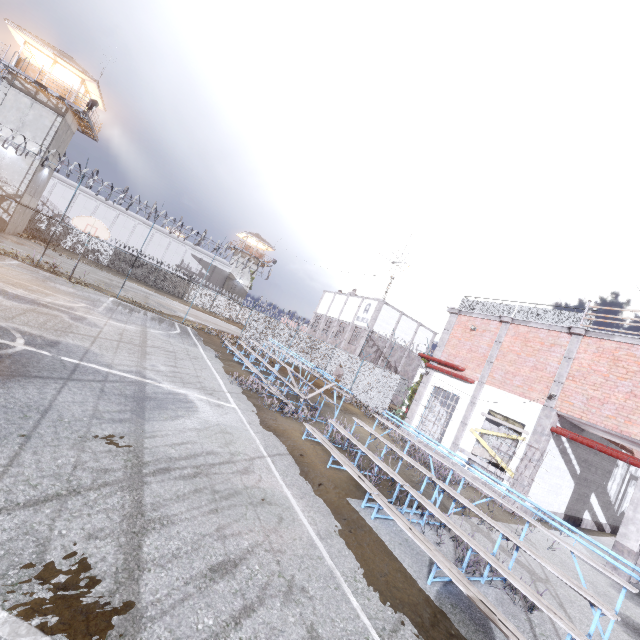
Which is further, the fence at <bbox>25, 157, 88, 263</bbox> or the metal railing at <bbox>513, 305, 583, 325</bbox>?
the fence at <bbox>25, 157, 88, 263</bbox>

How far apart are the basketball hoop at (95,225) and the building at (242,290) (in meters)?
35.42

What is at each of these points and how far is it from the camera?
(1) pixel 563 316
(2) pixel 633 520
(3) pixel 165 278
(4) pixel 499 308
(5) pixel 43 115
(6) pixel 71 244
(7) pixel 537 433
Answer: (1) metal railing, 13.0m
(2) column, 9.8m
(3) fence, 42.6m
(4) metal railing, 15.4m
(5) building, 26.2m
(6) fence, 37.4m
(7) trim, 12.0m

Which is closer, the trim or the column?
the column

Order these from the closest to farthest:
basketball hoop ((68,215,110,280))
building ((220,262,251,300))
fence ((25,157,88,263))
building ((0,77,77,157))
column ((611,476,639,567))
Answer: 1. column ((611,476,639,567))
2. basketball hoop ((68,215,110,280))
3. fence ((25,157,88,263))
4. building ((0,77,77,157))
5. building ((220,262,251,300))

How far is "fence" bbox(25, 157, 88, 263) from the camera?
17.5m

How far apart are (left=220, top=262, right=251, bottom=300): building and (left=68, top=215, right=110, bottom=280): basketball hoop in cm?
3542

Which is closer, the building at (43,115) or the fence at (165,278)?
the fence at (165,278)
